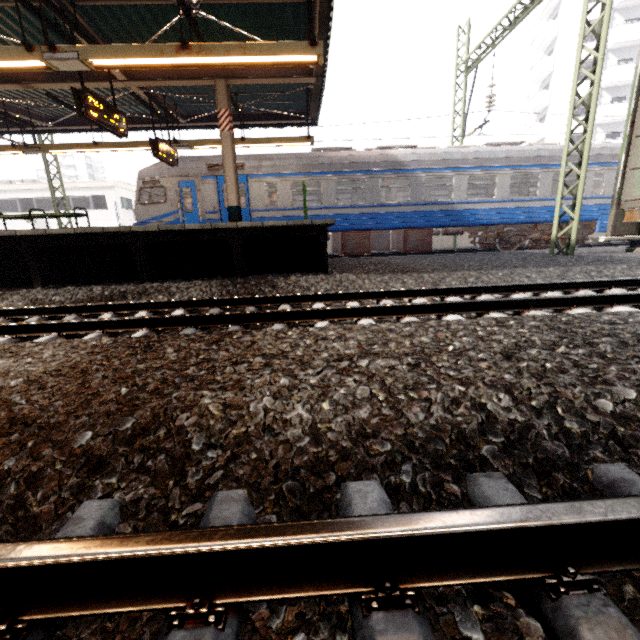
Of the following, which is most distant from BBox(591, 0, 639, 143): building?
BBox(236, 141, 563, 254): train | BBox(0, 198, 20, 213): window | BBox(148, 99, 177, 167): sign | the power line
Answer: BBox(0, 198, 20, 213): window

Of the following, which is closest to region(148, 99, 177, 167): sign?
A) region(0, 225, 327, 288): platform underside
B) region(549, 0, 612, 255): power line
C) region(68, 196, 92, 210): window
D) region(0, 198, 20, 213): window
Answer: region(0, 225, 327, 288): platform underside

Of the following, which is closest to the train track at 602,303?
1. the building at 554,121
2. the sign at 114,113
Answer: the sign at 114,113

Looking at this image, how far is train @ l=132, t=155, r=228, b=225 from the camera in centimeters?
1195cm

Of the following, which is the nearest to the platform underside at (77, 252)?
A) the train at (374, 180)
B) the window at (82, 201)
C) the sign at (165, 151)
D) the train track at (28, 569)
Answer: the train at (374, 180)

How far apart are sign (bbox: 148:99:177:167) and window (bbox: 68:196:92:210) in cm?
2225

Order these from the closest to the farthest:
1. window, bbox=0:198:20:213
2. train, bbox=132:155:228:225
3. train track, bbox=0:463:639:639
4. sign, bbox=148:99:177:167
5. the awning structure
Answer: train track, bbox=0:463:639:639 < the awning structure < sign, bbox=148:99:177:167 < train, bbox=132:155:228:225 < window, bbox=0:198:20:213

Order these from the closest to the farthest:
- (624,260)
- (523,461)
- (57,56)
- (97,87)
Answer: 1. (523,461)
2. (57,56)
3. (624,260)
4. (97,87)
